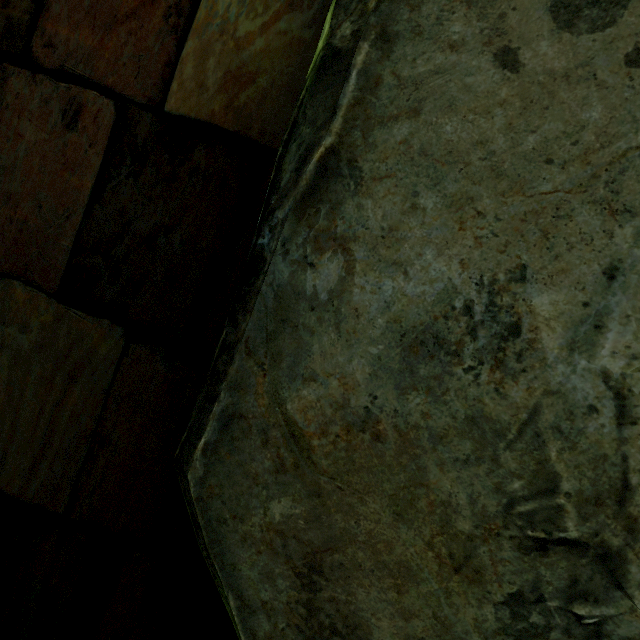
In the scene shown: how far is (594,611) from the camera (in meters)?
0.89
